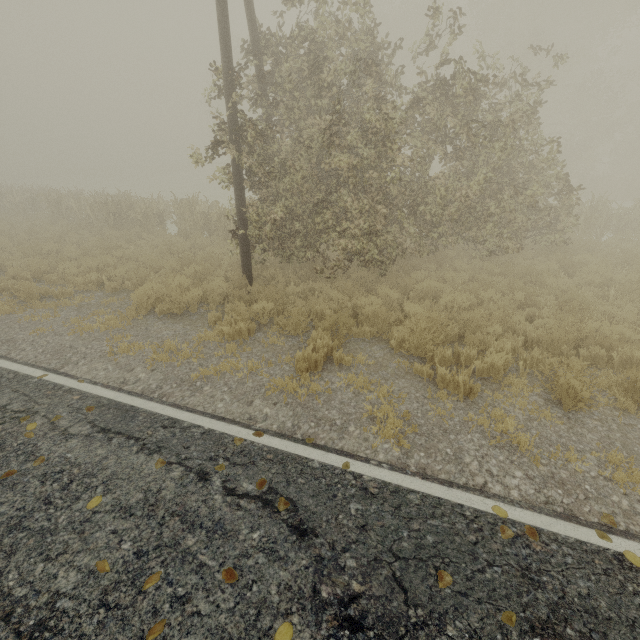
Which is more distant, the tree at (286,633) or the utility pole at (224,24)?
the utility pole at (224,24)

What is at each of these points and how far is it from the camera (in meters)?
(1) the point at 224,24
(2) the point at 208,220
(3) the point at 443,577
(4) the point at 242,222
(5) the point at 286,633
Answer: (1) utility pole, 6.74
(2) tree, 14.64
(3) tree, 2.73
(4) utility pole, 8.34
(5) tree, 2.40

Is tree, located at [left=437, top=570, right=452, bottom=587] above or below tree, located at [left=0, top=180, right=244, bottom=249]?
below

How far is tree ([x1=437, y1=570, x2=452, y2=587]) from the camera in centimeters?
267cm

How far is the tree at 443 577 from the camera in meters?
2.7

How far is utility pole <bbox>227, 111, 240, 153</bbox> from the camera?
7.4m

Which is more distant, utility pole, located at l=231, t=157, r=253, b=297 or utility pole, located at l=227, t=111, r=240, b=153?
utility pole, located at l=231, t=157, r=253, b=297

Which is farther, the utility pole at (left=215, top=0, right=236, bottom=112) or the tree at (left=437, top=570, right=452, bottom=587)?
the utility pole at (left=215, top=0, right=236, bottom=112)
